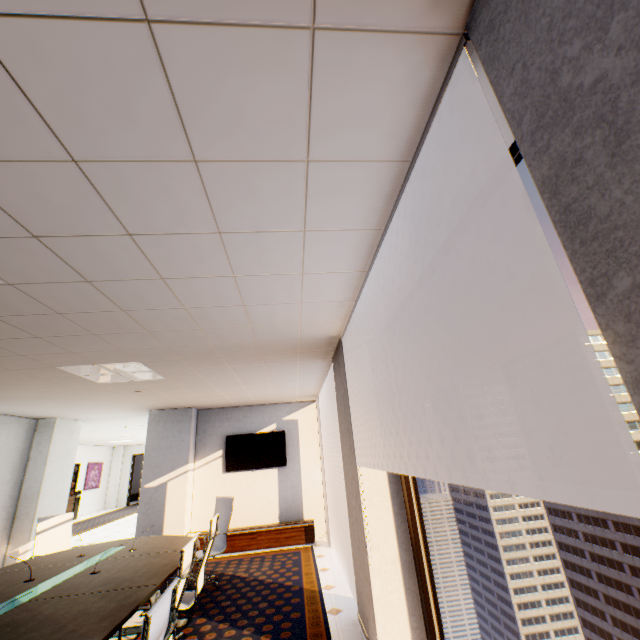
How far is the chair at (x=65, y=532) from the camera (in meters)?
4.94

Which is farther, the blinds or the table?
the table

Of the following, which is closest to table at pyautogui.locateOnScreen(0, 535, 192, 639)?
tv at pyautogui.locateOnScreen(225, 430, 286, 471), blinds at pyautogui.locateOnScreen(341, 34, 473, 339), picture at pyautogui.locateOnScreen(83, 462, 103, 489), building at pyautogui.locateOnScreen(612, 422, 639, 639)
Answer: tv at pyautogui.locateOnScreen(225, 430, 286, 471)

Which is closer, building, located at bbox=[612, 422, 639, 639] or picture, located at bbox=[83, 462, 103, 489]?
picture, located at bbox=[83, 462, 103, 489]

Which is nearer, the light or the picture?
the light

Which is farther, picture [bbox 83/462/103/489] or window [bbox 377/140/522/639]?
picture [bbox 83/462/103/489]

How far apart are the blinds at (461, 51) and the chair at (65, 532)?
5.29m

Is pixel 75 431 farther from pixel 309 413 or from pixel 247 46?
pixel 247 46
